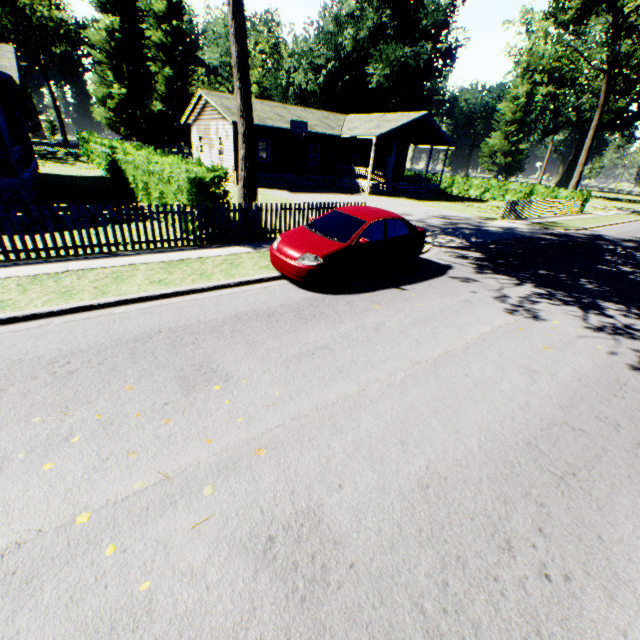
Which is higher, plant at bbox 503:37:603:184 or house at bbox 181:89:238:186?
plant at bbox 503:37:603:184

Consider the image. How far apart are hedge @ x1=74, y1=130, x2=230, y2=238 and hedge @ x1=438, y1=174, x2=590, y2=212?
30.6 meters

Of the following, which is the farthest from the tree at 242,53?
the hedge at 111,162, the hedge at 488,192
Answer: the hedge at 488,192

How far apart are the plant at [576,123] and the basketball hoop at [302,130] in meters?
45.1

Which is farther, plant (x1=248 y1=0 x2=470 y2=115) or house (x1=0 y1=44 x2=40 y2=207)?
plant (x1=248 y1=0 x2=470 y2=115)

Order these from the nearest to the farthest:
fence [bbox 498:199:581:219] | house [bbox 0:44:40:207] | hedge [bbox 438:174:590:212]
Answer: house [bbox 0:44:40:207] → fence [bbox 498:199:581:219] → hedge [bbox 438:174:590:212]

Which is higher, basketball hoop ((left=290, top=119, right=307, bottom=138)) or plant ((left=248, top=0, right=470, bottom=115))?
plant ((left=248, top=0, right=470, bottom=115))

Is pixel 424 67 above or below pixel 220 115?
above
